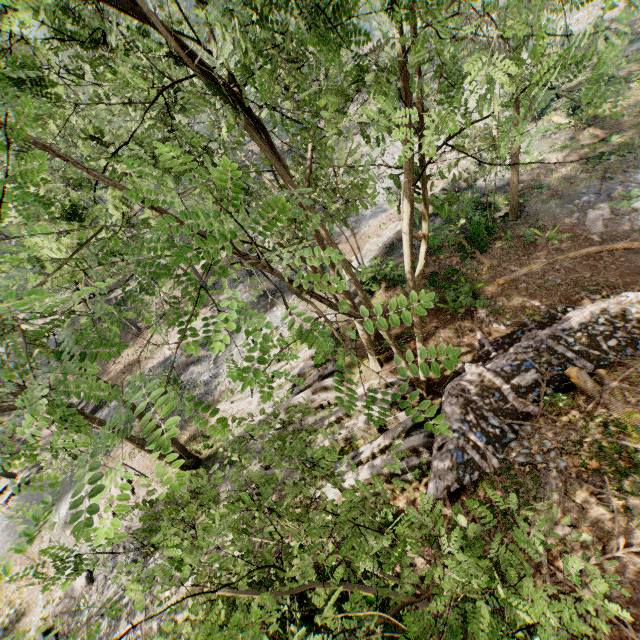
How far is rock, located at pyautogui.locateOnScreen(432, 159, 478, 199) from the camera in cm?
2404

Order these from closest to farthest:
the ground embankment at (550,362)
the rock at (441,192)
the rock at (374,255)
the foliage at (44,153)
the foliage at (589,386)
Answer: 1. the foliage at (44,153)
2. the foliage at (589,386)
3. the ground embankment at (550,362)
4. the rock at (374,255)
5. the rock at (441,192)

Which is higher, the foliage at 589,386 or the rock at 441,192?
the foliage at 589,386

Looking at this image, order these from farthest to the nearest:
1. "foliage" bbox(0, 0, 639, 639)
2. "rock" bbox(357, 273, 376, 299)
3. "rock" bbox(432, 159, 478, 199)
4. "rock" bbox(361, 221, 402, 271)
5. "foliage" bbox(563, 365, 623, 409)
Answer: "rock" bbox(432, 159, 478, 199)
"rock" bbox(361, 221, 402, 271)
"rock" bbox(357, 273, 376, 299)
"foliage" bbox(563, 365, 623, 409)
"foliage" bbox(0, 0, 639, 639)

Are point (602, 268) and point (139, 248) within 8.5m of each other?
no

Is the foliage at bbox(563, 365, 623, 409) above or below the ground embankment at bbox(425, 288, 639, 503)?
above

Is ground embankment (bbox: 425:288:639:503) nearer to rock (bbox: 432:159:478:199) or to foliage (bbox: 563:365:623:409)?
foliage (bbox: 563:365:623:409)

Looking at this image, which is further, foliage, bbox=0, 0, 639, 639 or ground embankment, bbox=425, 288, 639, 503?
ground embankment, bbox=425, 288, 639, 503
